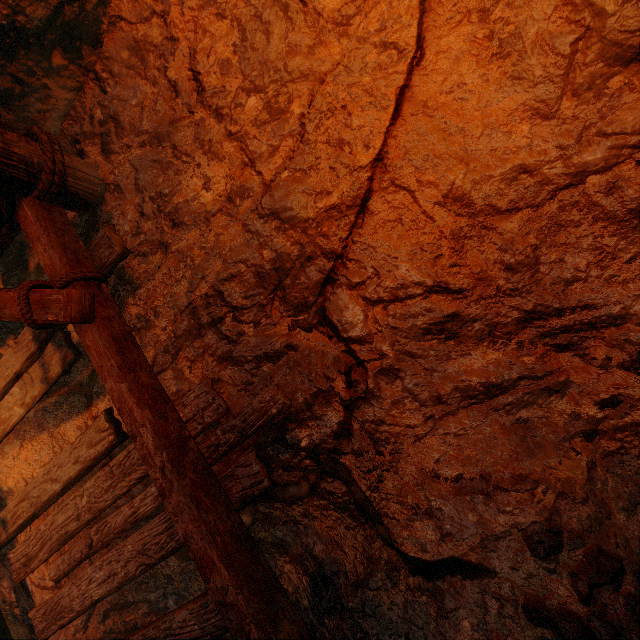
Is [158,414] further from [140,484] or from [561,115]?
[561,115]
